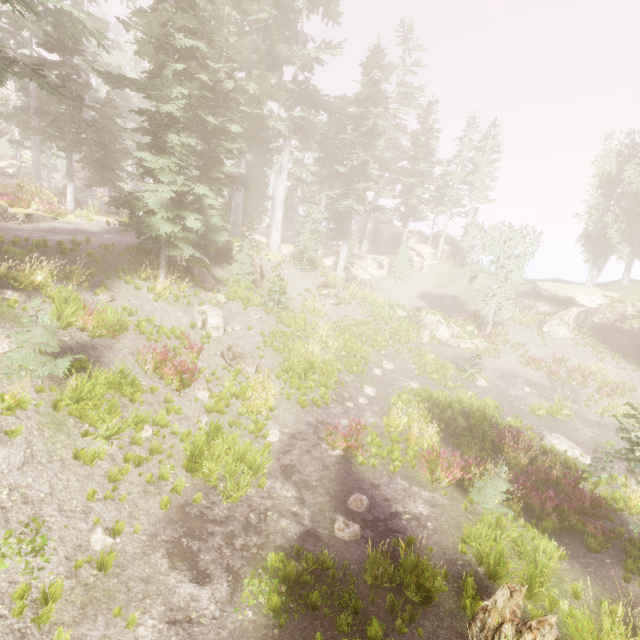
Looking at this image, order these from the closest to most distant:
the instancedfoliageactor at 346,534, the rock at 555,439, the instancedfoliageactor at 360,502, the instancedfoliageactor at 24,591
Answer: the instancedfoliageactor at 24,591 → the instancedfoliageactor at 346,534 → the instancedfoliageactor at 360,502 → the rock at 555,439

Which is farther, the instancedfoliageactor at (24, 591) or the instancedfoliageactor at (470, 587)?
the instancedfoliageactor at (470, 587)

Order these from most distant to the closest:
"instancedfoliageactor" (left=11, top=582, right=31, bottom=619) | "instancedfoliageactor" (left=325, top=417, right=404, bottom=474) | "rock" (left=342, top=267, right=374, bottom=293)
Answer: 1. "rock" (left=342, top=267, right=374, bottom=293)
2. "instancedfoliageactor" (left=325, top=417, right=404, bottom=474)
3. "instancedfoliageactor" (left=11, top=582, right=31, bottom=619)

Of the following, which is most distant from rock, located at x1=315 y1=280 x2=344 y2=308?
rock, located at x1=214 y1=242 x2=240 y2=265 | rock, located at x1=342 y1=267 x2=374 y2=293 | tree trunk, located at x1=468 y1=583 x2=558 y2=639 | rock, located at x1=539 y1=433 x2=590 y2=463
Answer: tree trunk, located at x1=468 y1=583 x2=558 y2=639

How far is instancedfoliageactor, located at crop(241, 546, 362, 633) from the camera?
6.02m

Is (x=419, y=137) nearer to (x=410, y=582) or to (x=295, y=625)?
(x=410, y=582)

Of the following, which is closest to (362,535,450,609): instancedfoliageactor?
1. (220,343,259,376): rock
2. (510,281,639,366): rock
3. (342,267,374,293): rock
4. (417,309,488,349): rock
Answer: (510,281,639,366): rock

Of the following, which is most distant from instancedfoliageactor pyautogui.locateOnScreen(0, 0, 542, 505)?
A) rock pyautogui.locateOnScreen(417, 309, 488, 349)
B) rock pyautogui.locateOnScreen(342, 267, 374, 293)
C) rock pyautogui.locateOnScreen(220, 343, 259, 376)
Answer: rock pyautogui.locateOnScreen(220, 343, 259, 376)
